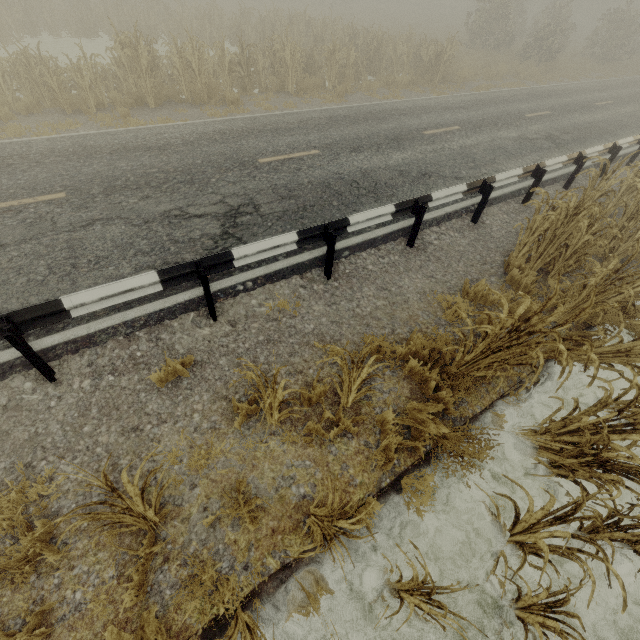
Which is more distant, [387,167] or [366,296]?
[387,167]

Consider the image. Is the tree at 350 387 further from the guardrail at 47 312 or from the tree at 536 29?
the tree at 536 29

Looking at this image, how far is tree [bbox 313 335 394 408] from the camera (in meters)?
3.20

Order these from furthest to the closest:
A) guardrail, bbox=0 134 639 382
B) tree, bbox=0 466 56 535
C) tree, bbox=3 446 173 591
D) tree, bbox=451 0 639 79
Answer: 1. tree, bbox=451 0 639 79
2. guardrail, bbox=0 134 639 382
3. tree, bbox=0 466 56 535
4. tree, bbox=3 446 173 591

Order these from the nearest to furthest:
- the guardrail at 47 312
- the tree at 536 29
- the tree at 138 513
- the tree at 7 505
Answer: the tree at 138 513 < the tree at 7 505 < the guardrail at 47 312 < the tree at 536 29

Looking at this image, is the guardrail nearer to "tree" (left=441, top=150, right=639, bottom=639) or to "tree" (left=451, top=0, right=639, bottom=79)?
"tree" (left=441, top=150, right=639, bottom=639)

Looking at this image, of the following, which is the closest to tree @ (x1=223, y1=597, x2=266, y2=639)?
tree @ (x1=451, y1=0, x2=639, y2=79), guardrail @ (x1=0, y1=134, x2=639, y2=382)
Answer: guardrail @ (x1=0, y1=134, x2=639, y2=382)
